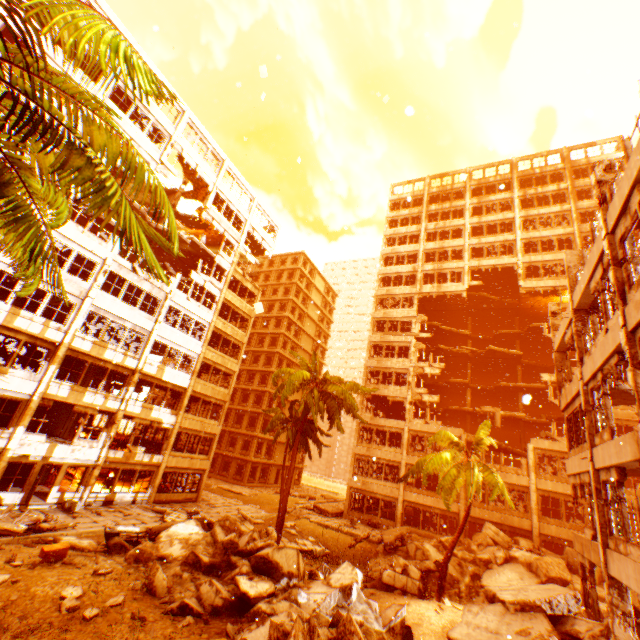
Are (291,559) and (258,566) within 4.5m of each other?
yes

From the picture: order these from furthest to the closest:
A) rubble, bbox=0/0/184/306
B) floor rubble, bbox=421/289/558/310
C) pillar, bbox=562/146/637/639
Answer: floor rubble, bbox=421/289/558/310
pillar, bbox=562/146/637/639
rubble, bbox=0/0/184/306

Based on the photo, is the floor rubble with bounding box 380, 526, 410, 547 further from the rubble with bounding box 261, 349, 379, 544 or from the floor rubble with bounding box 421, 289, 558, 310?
the floor rubble with bounding box 421, 289, 558, 310

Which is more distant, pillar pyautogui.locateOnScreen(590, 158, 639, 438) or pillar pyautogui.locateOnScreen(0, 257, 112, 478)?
pillar pyautogui.locateOnScreen(0, 257, 112, 478)

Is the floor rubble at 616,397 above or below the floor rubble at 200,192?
below

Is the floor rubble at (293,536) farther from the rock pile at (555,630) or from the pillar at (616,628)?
the pillar at (616,628)

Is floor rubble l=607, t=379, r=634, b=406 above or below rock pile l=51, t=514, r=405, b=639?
above

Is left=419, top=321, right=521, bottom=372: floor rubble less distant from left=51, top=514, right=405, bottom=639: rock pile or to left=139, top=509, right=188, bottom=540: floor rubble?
left=51, top=514, right=405, bottom=639: rock pile
